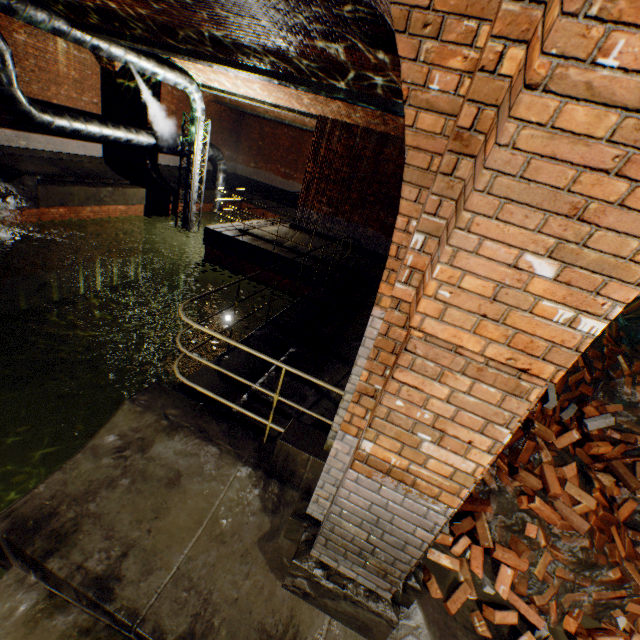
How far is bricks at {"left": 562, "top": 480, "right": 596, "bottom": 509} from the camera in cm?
344

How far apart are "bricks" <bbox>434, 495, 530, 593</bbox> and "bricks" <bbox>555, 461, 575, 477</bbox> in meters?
0.1 m

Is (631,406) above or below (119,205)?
above

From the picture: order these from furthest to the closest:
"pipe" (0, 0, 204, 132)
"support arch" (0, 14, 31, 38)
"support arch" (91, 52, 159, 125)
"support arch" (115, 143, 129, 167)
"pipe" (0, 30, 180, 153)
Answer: "support arch" (115, 143, 129, 167) < "support arch" (91, 52, 159, 125) < "support arch" (0, 14, 31, 38) < "pipe" (0, 30, 180, 153) < "pipe" (0, 0, 204, 132)

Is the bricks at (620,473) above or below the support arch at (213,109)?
below

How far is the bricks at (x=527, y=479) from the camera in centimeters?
350cm

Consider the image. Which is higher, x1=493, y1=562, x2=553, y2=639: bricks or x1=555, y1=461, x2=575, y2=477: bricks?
x1=555, y1=461, x2=575, y2=477: bricks

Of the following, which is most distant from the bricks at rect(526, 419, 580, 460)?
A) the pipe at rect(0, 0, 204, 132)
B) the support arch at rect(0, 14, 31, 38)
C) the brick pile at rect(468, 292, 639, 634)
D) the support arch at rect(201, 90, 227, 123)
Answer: the support arch at rect(201, 90, 227, 123)
